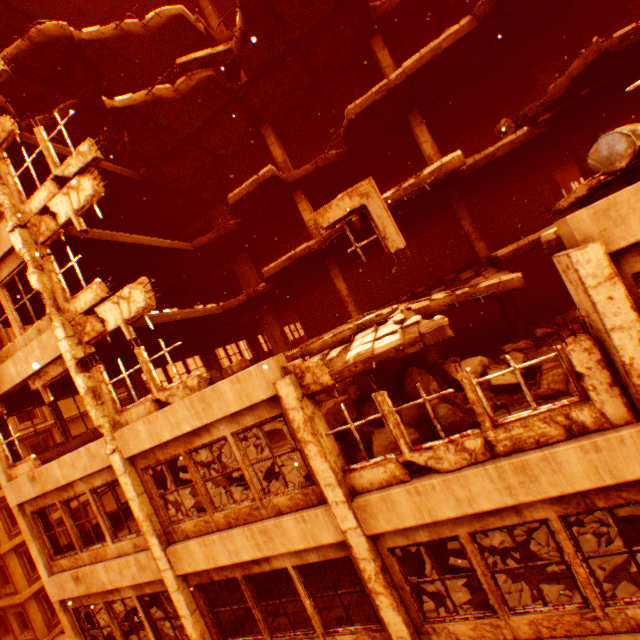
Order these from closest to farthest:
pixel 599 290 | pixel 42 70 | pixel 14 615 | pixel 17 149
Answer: pixel 599 290 < pixel 17 149 < pixel 42 70 < pixel 14 615

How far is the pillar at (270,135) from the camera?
13.0 meters

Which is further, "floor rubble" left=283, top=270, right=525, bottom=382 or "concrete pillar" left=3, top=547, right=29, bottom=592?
"concrete pillar" left=3, top=547, right=29, bottom=592

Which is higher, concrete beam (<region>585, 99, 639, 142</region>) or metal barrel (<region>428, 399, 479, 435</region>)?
concrete beam (<region>585, 99, 639, 142</region>)

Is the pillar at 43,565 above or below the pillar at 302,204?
below

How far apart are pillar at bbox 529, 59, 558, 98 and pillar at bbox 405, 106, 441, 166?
5.24m

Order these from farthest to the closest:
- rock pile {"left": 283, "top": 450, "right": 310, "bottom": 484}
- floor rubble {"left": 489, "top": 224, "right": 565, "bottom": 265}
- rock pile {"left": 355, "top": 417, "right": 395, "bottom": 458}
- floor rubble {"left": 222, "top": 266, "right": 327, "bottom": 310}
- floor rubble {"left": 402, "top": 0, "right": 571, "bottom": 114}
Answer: floor rubble {"left": 222, "top": 266, "right": 327, "bottom": 310} → floor rubble {"left": 402, "top": 0, "right": 571, "bottom": 114} → rock pile {"left": 283, "top": 450, "right": 310, "bottom": 484} → rock pile {"left": 355, "top": 417, "right": 395, "bottom": 458} → floor rubble {"left": 489, "top": 224, "right": 565, "bottom": 265}

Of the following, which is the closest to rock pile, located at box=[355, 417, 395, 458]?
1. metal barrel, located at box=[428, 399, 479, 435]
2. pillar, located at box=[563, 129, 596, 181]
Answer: metal barrel, located at box=[428, 399, 479, 435]
